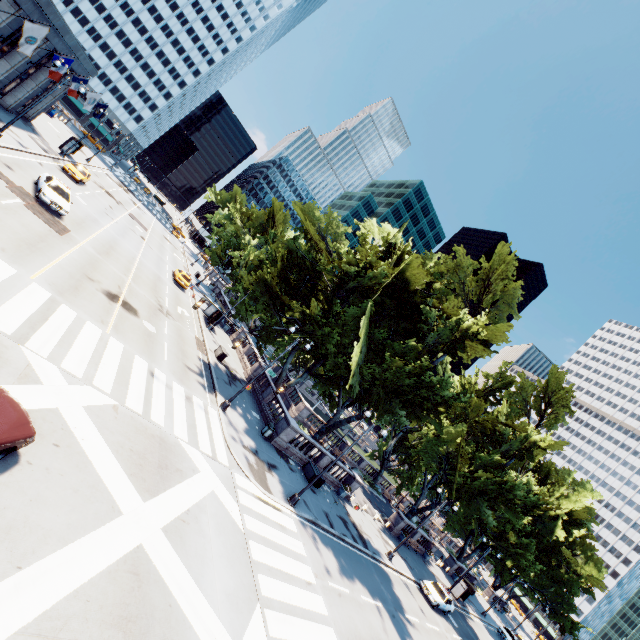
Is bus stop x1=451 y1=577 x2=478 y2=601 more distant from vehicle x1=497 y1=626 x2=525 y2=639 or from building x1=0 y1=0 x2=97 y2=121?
building x1=0 y1=0 x2=97 y2=121

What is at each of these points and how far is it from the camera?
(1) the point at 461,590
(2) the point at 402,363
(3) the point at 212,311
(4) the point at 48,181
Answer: (1) bus stop, 37.1m
(2) tree, 22.7m
(3) bus stop, 38.6m
(4) vehicle, 23.0m

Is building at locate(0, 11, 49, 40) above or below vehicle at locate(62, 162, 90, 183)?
above

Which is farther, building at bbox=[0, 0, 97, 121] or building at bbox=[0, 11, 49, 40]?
building at bbox=[0, 0, 97, 121]

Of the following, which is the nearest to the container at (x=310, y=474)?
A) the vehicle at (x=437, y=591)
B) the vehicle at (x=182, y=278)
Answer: the vehicle at (x=437, y=591)

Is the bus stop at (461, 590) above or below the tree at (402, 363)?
below

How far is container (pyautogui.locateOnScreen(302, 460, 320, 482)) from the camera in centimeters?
2475cm

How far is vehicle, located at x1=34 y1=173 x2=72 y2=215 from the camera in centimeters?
2192cm
